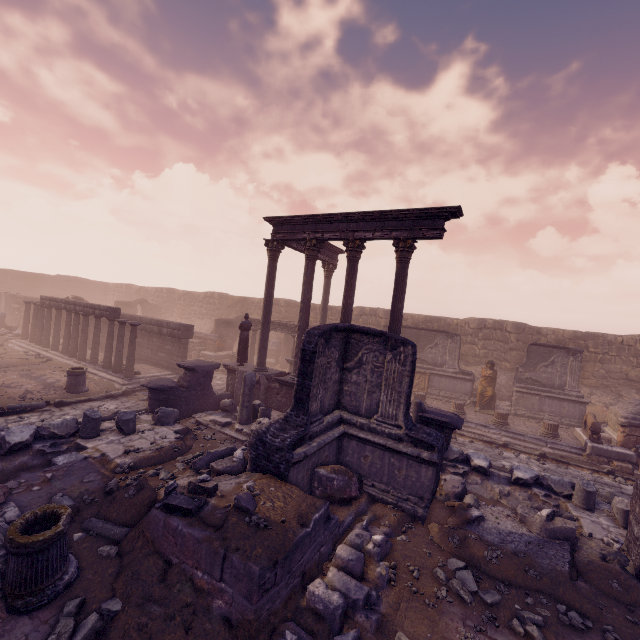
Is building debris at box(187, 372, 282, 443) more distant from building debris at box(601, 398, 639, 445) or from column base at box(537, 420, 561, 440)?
building debris at box(601, 398, 639, 445)

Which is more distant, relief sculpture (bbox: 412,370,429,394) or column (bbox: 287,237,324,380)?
relief sculpture (bbox: 412,370,429,394)

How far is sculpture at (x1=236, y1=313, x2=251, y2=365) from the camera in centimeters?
1403cm

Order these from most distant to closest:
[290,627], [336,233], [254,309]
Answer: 1. [254,309]
2. [336,233]
3. [290,627]

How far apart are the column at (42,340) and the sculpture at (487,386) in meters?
25.3 m

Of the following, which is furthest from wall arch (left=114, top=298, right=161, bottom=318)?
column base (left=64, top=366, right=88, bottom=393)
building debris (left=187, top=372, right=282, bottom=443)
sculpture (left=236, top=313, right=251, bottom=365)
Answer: building debris (left=187, top=372, right=282, bottom=443)

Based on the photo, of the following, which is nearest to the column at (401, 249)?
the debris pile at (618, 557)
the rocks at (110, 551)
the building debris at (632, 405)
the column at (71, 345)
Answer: the debris pile at (618, 557)

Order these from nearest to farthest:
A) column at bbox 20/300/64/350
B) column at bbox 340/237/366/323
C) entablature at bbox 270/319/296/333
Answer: column at bbox 340/237/366/323 → column at bbox 20/300/64/350 → entablature at bbox 270/319/296/333
